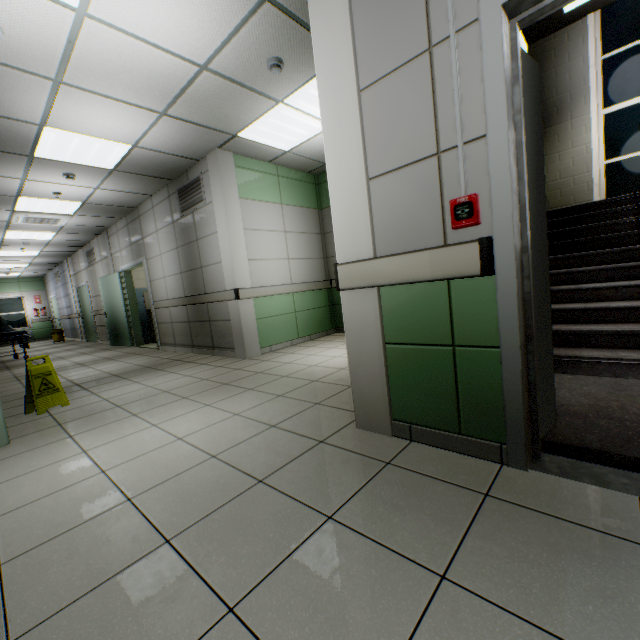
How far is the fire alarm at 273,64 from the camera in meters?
3.1 m

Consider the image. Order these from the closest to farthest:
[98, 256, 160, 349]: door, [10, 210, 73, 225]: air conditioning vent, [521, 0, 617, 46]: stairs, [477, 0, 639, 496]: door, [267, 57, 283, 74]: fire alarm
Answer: [477, 0, 639, 496]: door, [267, 57, 283, 74]: fire alarm, [521, 0, 617, 46]: stairs, [10, 210, 73, 225]: air conditioning vent, [98, 256, 160, 349]: door

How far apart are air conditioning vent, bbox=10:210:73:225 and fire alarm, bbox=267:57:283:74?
6.4 meters

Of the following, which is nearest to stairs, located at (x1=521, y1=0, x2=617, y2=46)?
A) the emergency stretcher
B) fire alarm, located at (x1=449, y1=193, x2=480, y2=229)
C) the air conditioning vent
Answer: fire alarm, located at (x1=449, y1=193, x2=480, y2=229)

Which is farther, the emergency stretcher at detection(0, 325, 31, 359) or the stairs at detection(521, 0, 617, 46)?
the emergency stretcher at detection(0, 325, 31, 359)

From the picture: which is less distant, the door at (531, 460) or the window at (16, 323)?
the door at (531, 460)

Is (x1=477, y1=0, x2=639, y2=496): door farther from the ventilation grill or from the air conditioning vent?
the air conditioning vent

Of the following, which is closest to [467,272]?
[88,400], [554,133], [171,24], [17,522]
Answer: [17,522]
